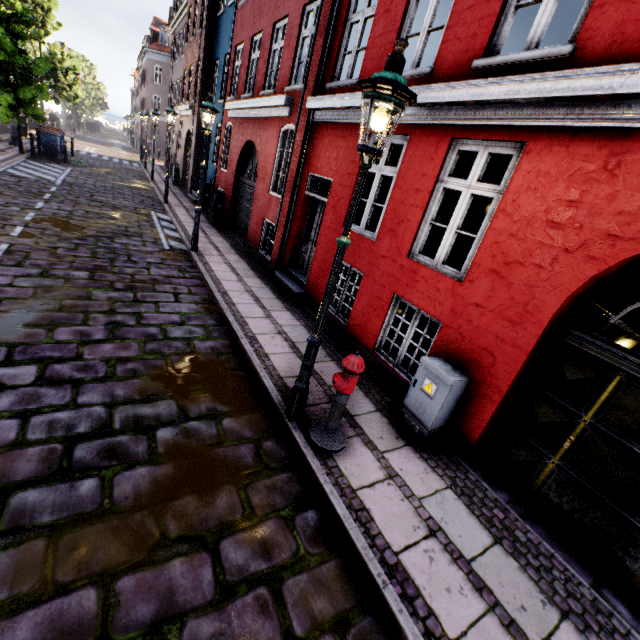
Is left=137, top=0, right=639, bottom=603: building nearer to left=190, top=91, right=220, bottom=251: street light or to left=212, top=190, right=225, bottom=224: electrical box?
left=212, top=190, right=225, bottom=224: electrical box

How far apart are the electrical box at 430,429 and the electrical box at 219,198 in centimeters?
1155cm

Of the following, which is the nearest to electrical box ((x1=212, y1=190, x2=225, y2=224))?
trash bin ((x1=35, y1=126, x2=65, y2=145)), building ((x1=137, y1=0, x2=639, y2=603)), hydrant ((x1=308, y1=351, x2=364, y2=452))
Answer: building ((x1=137, y1=0, x2=639, y2=603))

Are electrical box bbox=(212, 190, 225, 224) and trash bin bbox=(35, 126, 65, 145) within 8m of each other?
no

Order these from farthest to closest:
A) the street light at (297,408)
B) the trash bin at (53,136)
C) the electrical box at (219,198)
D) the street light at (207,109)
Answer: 1. the trash bin at (53,136)
2. the electrical box at (219,198)
3. the street light at (207,109)
4. the street light at (297,408)

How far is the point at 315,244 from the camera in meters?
9.5

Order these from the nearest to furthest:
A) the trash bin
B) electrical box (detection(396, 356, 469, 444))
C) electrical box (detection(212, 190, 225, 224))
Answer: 1. electrical box (detection(396, 356, 469, 444))
2. electrical box (detection(212, 190, 225, 224))
3. the trash bin

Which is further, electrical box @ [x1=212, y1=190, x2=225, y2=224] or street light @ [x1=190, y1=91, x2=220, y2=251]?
electrical box @ [x1=212, y1=190, x2=225, y2=224]
